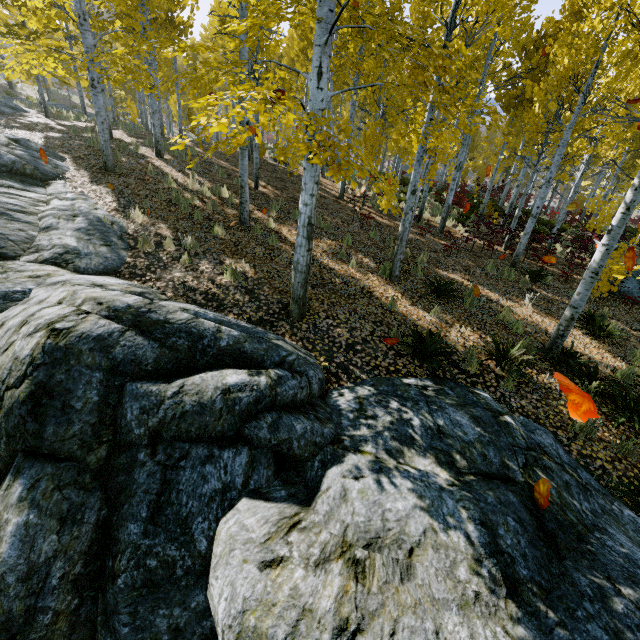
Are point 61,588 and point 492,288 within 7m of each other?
no

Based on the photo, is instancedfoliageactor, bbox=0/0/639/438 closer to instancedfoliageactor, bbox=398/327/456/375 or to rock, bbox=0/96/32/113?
rock, bbox=0/96/32/113

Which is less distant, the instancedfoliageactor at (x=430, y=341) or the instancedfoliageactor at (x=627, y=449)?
the instancedfoliageactor at (x=627, y=449)

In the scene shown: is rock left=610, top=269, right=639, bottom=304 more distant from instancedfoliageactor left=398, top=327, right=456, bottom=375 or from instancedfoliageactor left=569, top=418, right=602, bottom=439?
instancedfoliageactor left=398, top=327, right=456, bottom=375

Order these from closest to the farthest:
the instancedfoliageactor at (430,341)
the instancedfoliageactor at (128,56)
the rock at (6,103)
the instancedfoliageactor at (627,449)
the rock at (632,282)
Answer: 1. the instancedfoliageactor at (128,56)
2. the instancedfoliageactor at (627,449)
3. the instancedfoliageactor at (430,341)
4. the rock at (632,282)
5. the rock at (6,103)

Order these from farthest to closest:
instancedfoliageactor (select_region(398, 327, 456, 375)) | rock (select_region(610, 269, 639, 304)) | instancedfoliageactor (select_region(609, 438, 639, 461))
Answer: rock (select_region(610, 269, 639, 304)) < instancedfoliageactor (select_region(398, 327, 456, 375)) < instancedfoliageactor (select_region(609, 438, 639, 461))

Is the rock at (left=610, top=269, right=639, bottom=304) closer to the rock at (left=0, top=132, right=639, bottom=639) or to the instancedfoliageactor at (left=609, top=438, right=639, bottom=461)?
the instancedfoliageactor at (left=609, top=438, right=639, bottom=461)
